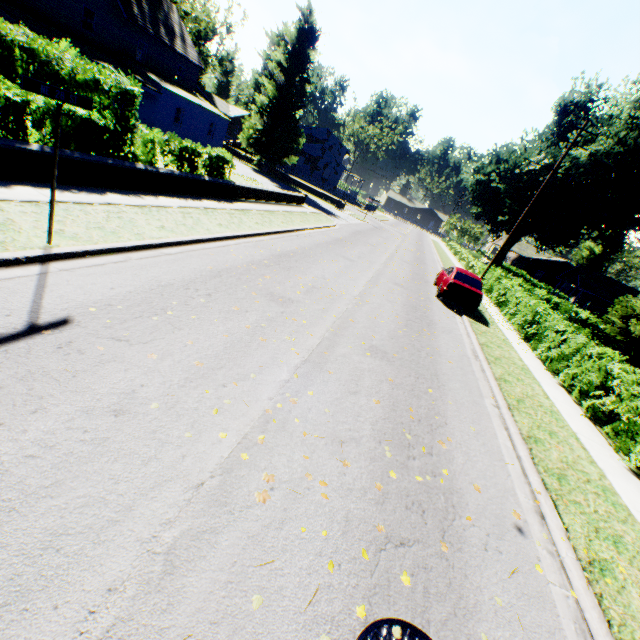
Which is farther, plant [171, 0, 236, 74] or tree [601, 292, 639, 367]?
plant [171, 0, 236, 74]

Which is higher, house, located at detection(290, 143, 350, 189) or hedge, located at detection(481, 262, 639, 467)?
house, located at detection(290, 143, 350, 189)

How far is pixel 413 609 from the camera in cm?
294

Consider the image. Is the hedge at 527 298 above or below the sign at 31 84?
below

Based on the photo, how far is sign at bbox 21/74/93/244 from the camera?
4.2 meters

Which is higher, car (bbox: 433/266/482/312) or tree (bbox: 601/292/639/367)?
tree (bbox: 601/292/639/367)

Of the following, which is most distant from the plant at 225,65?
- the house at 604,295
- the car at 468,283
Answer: the car at 468,283

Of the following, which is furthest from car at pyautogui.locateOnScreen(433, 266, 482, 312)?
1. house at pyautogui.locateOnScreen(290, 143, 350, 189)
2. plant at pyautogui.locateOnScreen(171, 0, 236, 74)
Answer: house at pyautogui.locateOnScreen(290, 143, 350, 189)
